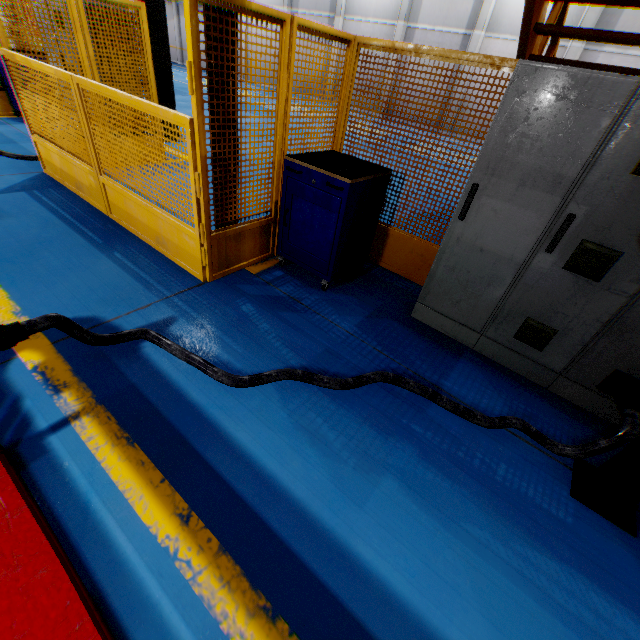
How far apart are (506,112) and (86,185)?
4.89m

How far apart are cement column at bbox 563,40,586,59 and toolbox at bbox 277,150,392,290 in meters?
16.3

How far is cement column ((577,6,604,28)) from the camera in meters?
12.3

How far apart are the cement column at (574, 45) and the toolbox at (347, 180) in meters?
16.3

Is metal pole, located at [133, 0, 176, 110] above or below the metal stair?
below

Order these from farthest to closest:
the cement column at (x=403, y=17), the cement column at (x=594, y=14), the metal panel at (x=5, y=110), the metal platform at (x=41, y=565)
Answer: the cement column at (x=403, y=17), the cement column at (x=594, y=14), the metal panel at (x=5, y=110), the metal platform at (x=41, y=565)
